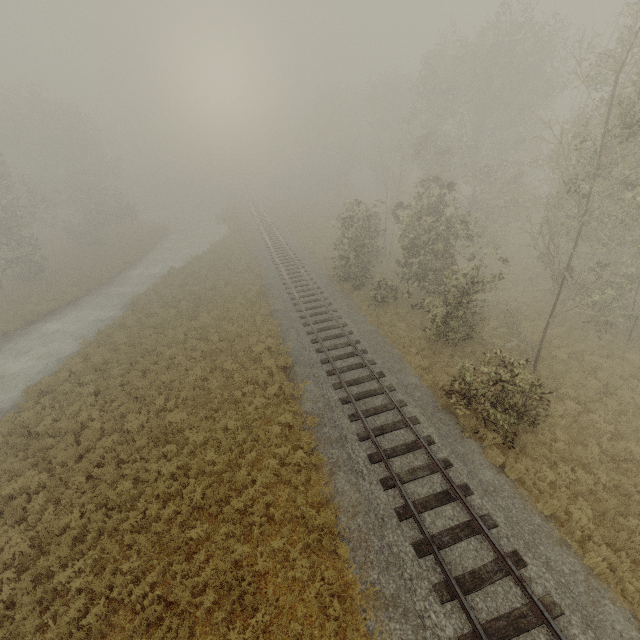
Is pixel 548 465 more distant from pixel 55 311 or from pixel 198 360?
pixel 55 311

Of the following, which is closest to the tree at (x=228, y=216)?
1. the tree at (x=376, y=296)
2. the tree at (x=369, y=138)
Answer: the tree at (x=369, y=138)

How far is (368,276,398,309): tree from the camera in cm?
2083

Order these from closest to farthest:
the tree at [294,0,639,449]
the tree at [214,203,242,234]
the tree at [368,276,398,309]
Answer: the tree at [294,0,639,449], the tree at [368,276,398,309], the tree at [214,203,242,234]

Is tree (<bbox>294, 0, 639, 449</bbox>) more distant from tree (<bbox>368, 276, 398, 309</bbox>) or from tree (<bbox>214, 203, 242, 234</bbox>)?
tree (<bbox>214, 203, 242, 234</bbox>)

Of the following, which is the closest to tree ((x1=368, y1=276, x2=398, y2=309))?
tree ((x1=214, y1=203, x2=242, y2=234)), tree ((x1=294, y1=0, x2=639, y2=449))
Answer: tree ((x1=294, y1=0, x2=639, y2=449))

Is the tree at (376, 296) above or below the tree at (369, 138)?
below
